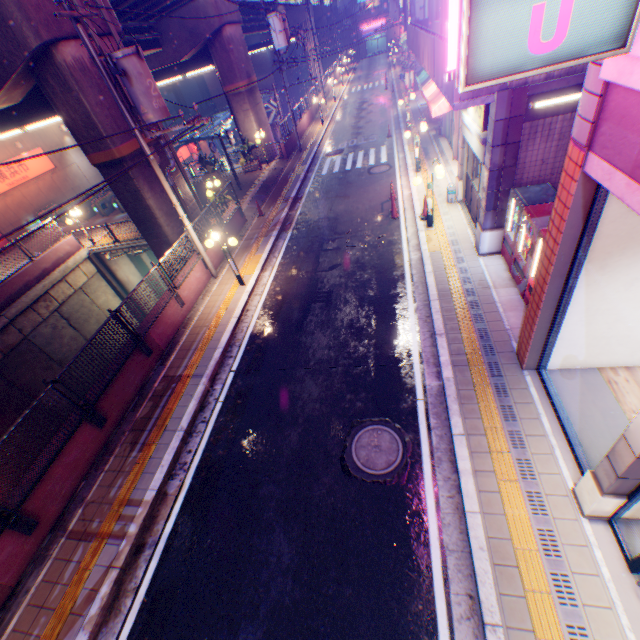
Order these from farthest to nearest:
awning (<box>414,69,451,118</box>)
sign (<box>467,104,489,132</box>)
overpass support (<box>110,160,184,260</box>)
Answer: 1. awning (<box>414,69,451,118</box>)
2. overpass support (<box>110,160,184,260</box>)
3. sign (<box>467,104,489,132</box>)

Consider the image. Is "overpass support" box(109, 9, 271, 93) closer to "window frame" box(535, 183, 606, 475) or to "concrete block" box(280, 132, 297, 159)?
"concrete block" box(280, 132, 297, 159)

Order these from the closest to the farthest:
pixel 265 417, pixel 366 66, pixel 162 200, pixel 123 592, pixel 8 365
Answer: pixel 123 592 < pixel 265 417 < pixel 162 200 < pixel 8 365 < pixel 366 66

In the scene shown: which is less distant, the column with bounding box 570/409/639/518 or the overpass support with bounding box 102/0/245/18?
the column with bounding box 570/409/639/518

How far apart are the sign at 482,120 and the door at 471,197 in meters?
0.7 m

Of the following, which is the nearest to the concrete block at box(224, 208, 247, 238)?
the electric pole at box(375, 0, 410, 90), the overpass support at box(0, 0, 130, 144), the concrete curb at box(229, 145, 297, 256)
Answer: the concrete curb at box(229, 145, 297, 256)

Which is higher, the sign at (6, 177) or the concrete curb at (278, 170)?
the sign at (6, 177)

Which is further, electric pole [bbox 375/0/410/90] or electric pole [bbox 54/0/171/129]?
electric pole [bbox 375/0/410/90]
